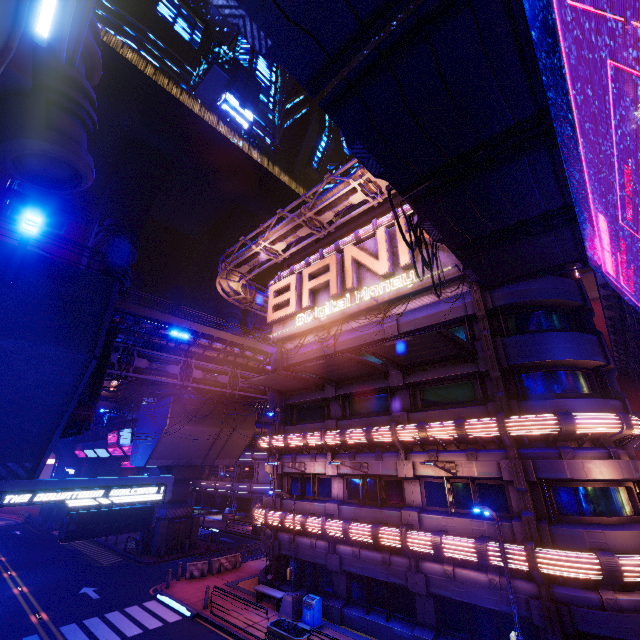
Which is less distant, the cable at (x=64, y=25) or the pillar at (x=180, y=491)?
the cable at (x=64, y=25)

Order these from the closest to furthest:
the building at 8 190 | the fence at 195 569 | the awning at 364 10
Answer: the awning at 364 10, the fence at 195 569, the building at 8 190

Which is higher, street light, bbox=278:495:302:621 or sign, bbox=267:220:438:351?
sign, bbox=267:220:438:351

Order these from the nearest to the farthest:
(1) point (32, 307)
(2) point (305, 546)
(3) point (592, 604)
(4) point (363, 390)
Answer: (1) point (32, 307), (3) point (592, 604), (2) point (305, 546), (4) point (363, 390)

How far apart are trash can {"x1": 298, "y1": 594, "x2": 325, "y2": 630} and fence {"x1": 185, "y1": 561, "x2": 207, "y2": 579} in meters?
10.4 m

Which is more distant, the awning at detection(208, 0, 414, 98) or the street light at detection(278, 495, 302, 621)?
the street light at detection(278, 495, 302, 621)

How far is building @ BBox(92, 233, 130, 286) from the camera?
56.9 meters

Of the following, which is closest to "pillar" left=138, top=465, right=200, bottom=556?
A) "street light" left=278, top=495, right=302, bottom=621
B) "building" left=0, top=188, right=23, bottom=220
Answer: "street light" left=278, top=495, right=302, bottom=621
